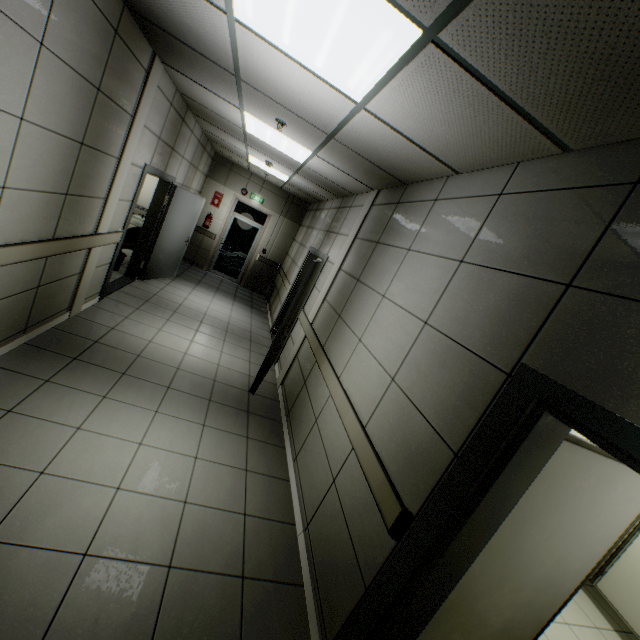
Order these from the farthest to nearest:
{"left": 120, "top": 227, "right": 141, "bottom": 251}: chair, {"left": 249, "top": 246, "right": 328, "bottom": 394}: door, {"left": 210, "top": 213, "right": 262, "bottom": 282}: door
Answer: {"left": 210, "top": 213, "right": 262, "bottom": 282}: door < {"left": 120, "top": 227, "right": 141, "bottom": 251}: chair < {"left": 249, "top": 246, "right": 328, "bottom": 394}: door

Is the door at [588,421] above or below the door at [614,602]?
above

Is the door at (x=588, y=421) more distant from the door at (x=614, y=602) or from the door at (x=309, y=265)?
the door at (x=614, y=602)

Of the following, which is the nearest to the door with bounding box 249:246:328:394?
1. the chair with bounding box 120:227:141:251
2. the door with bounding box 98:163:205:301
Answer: the door with bounding box 98:163:205:301

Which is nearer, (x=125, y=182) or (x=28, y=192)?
(x=28, y=192)

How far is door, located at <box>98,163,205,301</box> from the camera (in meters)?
4.88

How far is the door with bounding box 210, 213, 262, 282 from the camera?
10.07m

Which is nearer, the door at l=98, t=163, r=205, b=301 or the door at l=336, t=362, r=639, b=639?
the door at l=336, t=362, r=639, b=639
